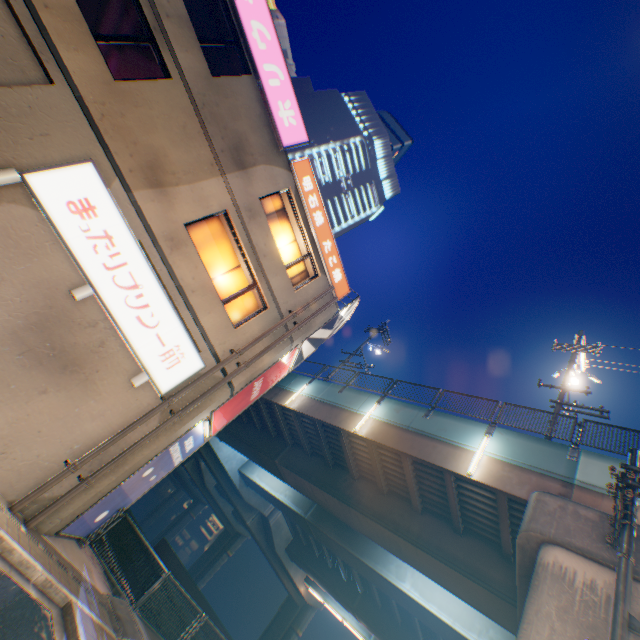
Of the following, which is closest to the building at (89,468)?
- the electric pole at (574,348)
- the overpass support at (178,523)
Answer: the electric pole at (574,348)

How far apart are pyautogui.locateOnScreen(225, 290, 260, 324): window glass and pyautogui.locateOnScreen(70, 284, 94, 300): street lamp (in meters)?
3.30

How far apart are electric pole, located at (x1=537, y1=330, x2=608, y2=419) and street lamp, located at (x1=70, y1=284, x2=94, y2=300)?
17.3m

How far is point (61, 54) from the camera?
7.52m

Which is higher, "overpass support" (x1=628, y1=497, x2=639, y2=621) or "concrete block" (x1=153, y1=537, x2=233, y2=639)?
"overpass support" (x1=628, y1=497, x2=639, y2=621)

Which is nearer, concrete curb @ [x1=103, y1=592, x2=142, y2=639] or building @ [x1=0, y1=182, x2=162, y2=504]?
building @ [x1=0, y1=182, x2=162, y2=504]

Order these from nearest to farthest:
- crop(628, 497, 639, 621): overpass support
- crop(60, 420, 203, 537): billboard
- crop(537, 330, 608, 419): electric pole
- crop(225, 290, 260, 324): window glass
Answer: crop(628, 497, 639, 621): overpass support → crop(60, 420, 203, 537): billboard → crop(225, 290, 260, 324): window glass → crop(537, 330, 608, 419): electric pole

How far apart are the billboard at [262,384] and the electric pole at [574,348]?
11.3 meters
